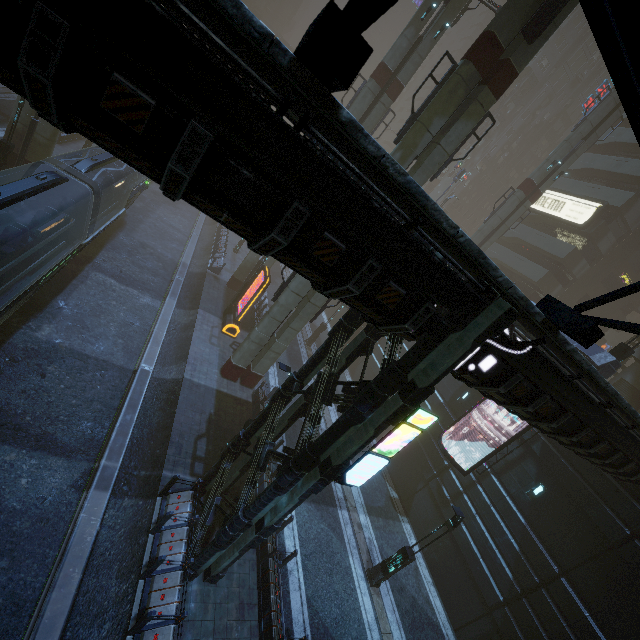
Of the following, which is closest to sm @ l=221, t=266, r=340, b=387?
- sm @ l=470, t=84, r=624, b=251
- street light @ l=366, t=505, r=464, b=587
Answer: street light @ l=366, t=505, r=464, b=587

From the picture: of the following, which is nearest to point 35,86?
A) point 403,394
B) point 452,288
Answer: point 452,288

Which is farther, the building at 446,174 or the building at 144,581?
the building at 446,174

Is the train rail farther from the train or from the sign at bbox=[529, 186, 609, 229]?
the sign at bbox=[529, 186, 609, 229]

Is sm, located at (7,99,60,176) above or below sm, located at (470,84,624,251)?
below

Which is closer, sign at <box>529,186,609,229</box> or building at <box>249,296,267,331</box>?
building at <box>249,296,267,331</box>

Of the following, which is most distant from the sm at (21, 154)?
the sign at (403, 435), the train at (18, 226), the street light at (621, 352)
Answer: the street light at (621, 352)

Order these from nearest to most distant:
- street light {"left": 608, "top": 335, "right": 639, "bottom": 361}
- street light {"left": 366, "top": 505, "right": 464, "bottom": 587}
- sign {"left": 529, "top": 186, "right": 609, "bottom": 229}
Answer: street light {"left": 366, "top": 505, "right": 464, "bottom": 587} < street light {"left": 608, "top": 335, "right": 639, "bottom": 361} < sign {"left": 529, "top": 186, "right": 609, "bottom": 229}
